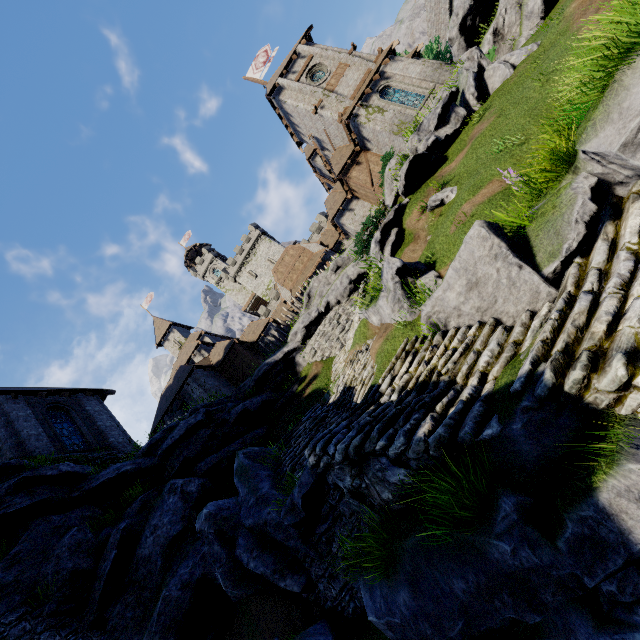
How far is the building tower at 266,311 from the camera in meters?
49.0

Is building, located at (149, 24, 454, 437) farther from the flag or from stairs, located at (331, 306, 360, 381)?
stairs, located at (331, 306, 360, 381)

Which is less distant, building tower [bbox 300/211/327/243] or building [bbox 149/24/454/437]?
building [bbox 149/24/454/437]

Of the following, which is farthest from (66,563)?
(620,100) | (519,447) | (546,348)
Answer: (620,100)

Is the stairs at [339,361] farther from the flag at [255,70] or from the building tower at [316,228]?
the flag at [255,70]

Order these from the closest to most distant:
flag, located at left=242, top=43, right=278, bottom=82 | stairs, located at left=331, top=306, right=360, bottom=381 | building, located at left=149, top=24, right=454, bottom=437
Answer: stairs, located at left=331, top=306, right=360, bottom=381 < building, located at left=149, top=24, right=454, bottom=437 < flag, located at left=242, top=43, right=278, bottom=82

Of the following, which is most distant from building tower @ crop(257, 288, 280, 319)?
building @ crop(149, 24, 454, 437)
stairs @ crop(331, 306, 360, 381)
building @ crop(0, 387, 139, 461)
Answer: stairs @ crop(331, 306, 360, 381)

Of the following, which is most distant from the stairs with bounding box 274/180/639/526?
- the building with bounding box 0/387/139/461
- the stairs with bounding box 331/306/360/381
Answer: the building with bounding box 0/387/139/461
